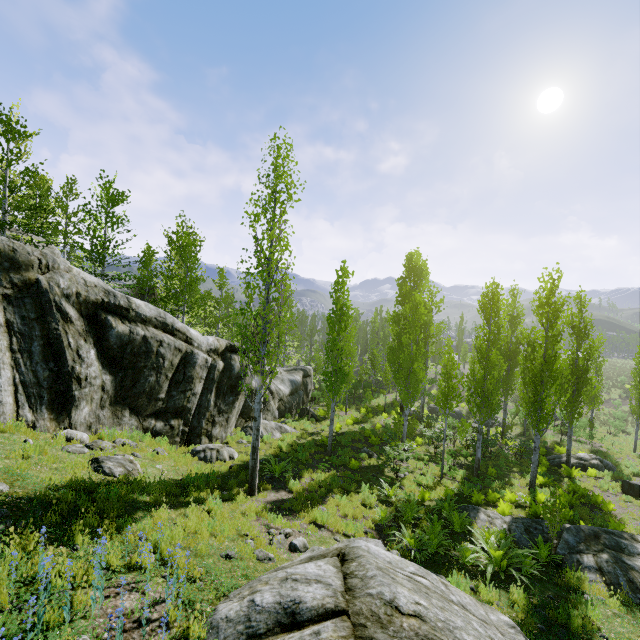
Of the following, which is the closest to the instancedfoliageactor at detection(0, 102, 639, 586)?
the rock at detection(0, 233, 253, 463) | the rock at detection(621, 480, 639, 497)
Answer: the rock at detection(0, 233, 253, 463)

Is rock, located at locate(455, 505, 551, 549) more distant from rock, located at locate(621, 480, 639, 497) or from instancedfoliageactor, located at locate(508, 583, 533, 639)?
rock, located at locate(621, 480, 639, 497)

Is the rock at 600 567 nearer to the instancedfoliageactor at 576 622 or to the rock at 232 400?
the instancedfoliageactor at 576 622

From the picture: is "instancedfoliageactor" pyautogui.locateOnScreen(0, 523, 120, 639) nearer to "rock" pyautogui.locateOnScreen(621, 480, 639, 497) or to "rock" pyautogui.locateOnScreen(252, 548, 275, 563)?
"rock" pyautogui.locateOnScreen(252, 548, 275, 563)

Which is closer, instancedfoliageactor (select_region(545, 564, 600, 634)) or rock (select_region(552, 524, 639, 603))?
instancedfoliageactor (select_region(545, 564, 600, 634))

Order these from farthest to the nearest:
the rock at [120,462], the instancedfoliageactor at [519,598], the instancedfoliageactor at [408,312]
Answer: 1. the instancedfoliageactor at [408,312]
2. the rock at [120,462]
3. the instancedfoliageactor at [519,598]

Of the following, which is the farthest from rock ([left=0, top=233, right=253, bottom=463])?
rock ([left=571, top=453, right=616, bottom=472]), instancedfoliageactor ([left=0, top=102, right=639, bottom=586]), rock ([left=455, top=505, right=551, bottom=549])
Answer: rock ([left=571, top=453, right=616, bottom=472])

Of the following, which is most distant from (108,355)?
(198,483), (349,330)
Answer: (349,330)
